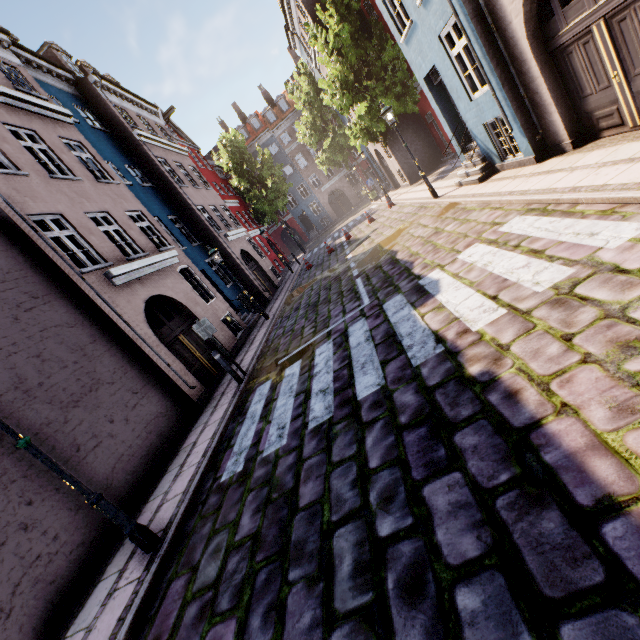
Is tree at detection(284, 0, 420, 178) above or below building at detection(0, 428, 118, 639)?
above

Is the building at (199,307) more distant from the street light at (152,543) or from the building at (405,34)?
the building at (405,34)

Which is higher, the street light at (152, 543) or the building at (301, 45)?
the building at (301, 45)

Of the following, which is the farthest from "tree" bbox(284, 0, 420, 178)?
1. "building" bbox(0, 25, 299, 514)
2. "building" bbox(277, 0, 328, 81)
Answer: "building" bbox(0, 25, 299, 514)

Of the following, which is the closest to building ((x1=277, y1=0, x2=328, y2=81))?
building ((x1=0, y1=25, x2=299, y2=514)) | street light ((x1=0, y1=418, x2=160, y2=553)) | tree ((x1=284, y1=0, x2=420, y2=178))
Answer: tree ((x1=284, y1=0, x2=420, y2=178))

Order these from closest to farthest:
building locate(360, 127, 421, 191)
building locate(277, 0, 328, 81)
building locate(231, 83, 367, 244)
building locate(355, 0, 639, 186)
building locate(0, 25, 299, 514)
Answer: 1. building locate(355, 0, 639, 186)
2. building locate(0, 25, 299, 514)
3. building locate(277, 0, 328, 81)
4. building locate(360, 127, 421, 191)
5. building locate(231, 83, 367, 244)

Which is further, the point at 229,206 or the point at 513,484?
the point at 229,206

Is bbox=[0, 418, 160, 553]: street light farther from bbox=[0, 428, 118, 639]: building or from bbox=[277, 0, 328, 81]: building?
bbox=[277, 0, 328, 81]: building
